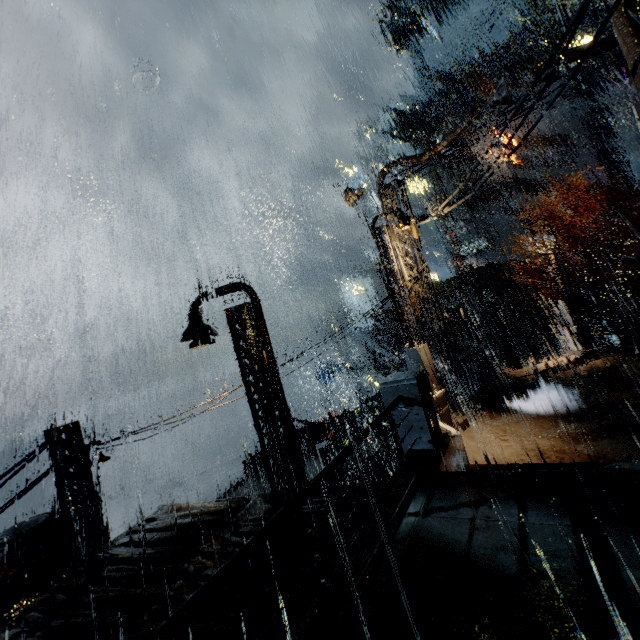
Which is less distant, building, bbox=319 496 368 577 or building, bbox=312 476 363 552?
building, bbox=319 496 368 577

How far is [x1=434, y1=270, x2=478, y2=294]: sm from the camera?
29.0m

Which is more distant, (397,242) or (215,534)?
(397,242)

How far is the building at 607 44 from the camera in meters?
7.4

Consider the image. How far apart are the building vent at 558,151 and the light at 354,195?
43.9 meters

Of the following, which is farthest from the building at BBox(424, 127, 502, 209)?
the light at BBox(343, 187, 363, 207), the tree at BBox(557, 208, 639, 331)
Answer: the tree at BBox(557, 208, 639, 331)

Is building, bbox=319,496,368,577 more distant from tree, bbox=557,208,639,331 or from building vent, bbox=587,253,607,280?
tree, bbox=557,208,639,331

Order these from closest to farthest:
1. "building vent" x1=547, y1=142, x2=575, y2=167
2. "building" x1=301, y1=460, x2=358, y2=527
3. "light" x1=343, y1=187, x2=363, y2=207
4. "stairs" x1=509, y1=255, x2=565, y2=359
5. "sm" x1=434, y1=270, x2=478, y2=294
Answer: "building" x1=301, y1=460, x2=358, y2=527 → "light" x1=343, y1=187, x2=363, y2=207 → "sm" x1=434, y1=270, x2=478, y2=294 → "stairs" x1=509, y1=255, x2=565, y2=359 → "building vent" x1=547, y1=142, x2=575, y2=167
